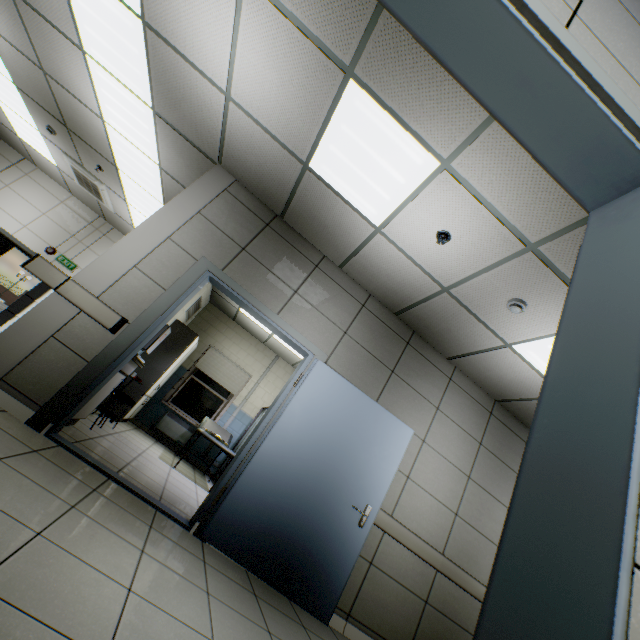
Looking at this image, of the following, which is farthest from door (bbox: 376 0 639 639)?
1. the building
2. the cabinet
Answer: the building

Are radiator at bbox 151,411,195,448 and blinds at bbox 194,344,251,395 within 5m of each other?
yes

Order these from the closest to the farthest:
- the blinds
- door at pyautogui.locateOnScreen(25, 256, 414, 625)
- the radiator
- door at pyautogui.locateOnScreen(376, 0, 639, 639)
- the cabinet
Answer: door at pyautogui.locateOnScreen(376, 0, 639, 639) → door at pyautogui.locateOnScreen(25, 256, 414, 625) → the cabinet → the radiator → the blinds

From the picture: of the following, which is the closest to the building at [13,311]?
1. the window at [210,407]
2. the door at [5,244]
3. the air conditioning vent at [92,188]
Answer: the door at [5,244]

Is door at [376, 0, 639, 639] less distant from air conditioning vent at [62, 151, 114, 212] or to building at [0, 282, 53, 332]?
air conditioning vent at [62, 151, 114, 212]

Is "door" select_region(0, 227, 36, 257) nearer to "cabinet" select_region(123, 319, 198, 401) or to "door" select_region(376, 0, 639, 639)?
"cabinet" select_region(123, 319, 198, 401)

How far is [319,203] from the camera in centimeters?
360cm

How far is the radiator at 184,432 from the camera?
7.25m
